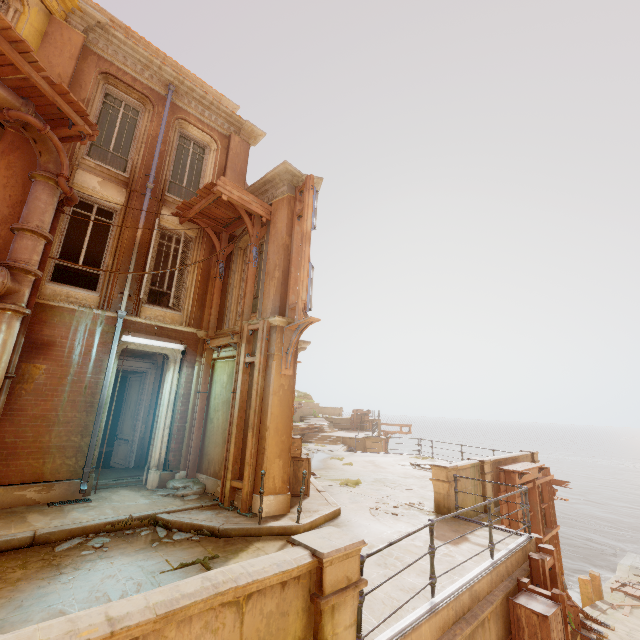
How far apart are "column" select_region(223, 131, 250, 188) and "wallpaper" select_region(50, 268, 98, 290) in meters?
7.5

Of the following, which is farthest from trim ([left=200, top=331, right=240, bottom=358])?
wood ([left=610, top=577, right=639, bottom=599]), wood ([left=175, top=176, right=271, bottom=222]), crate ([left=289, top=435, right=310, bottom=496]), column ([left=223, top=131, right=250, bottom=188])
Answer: wood ([left=610, top=577, right=639, bottom=599])

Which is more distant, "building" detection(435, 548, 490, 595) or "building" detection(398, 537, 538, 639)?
"building" detection(435, 548, 490, 595)

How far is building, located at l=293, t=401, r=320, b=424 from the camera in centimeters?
2990cm

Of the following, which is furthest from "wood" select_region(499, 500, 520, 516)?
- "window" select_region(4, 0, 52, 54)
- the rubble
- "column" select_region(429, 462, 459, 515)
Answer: "window" select_region(4, 0, 52, 54)

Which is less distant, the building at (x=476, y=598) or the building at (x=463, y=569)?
the building at (x=476, y=598)

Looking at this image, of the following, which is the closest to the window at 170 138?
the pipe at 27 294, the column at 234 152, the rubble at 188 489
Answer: the column at 234 152

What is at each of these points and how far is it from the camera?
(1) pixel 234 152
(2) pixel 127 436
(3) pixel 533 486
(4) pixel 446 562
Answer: (1) column, 12.1 meters
(2) door, 11.0 meters
(3) wood, 11.5 meters
(4) building, 5.6 meters
